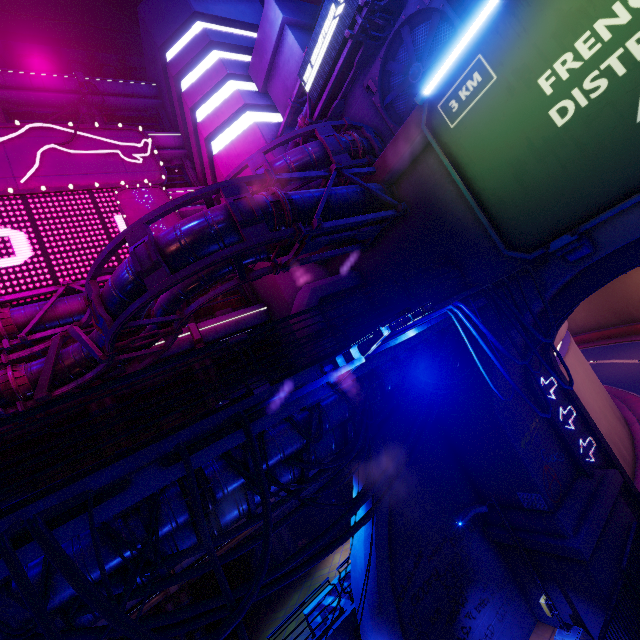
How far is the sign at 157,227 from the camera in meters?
18.3 m

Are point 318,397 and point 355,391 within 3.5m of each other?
yes

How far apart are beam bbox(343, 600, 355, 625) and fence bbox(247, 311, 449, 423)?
10.2 meters

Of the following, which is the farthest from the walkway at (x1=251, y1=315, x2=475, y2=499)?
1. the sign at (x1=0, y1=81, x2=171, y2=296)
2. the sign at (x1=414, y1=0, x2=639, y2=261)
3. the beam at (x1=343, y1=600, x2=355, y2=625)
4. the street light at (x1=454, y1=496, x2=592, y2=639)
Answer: the sign at (x1=0, y1=81, x2=171, y2=296)

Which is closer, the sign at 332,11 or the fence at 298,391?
the fence at 298,391

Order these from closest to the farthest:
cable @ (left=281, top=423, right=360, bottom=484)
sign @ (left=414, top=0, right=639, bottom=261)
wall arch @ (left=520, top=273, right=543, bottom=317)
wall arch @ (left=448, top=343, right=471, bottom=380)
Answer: sign @ (left=414, top=0, right=639, bottom=261) → cable @ (left=281, top=423, right=360, bottom=484) → wall arch @ (left=520, top=273, right=543, bottom=317) → wall arch @ (left=448, top=343, right=471, bottom=380)

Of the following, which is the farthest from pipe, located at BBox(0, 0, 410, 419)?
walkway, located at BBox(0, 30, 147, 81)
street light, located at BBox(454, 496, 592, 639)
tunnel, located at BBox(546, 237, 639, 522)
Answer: walkway, located at BBox(0, 30, 147, 81)

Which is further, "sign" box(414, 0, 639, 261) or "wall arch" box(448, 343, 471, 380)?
"wall arch" box(448, 343, 471, 380)
